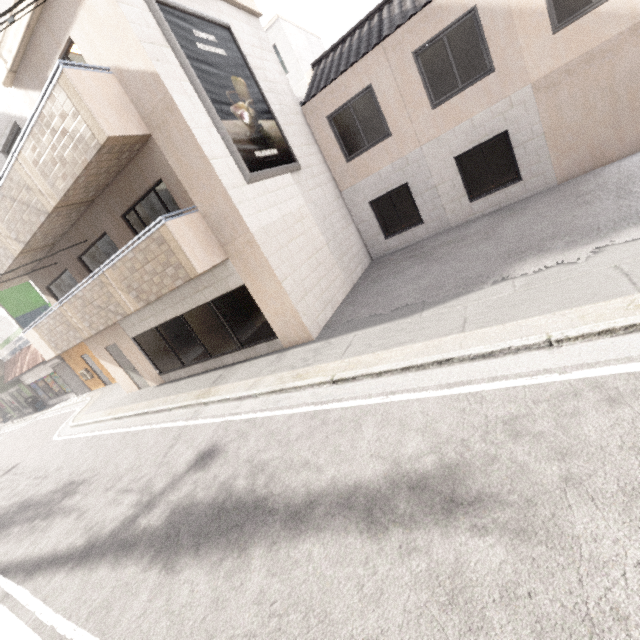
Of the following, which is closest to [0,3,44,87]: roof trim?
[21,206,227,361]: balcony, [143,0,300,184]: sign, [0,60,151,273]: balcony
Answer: [143,0,300,184]: sign

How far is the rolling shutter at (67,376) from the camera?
18.5 meters

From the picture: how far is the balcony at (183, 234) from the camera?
7.0m

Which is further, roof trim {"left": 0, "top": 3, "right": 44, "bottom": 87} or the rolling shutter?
the rolling shutter

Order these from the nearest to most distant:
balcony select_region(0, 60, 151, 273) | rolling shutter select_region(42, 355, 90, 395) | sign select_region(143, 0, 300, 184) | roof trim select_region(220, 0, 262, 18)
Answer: balcony select_region(0, 60, 151, 273) → sign select_region(143, 0, 300, 184) → roof trim select_region(220, 0, 262, 18) → rolling shutter select_region(42, 355, 90, 395)

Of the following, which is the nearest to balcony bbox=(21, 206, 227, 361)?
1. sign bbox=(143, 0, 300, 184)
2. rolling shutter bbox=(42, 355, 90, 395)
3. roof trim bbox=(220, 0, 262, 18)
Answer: sign bbox=(143, 0, 300, 184)

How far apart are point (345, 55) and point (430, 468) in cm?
1258

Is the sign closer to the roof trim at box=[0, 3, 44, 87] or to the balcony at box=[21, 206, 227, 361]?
the roof trim at box=[0, 3, 44, 87]
